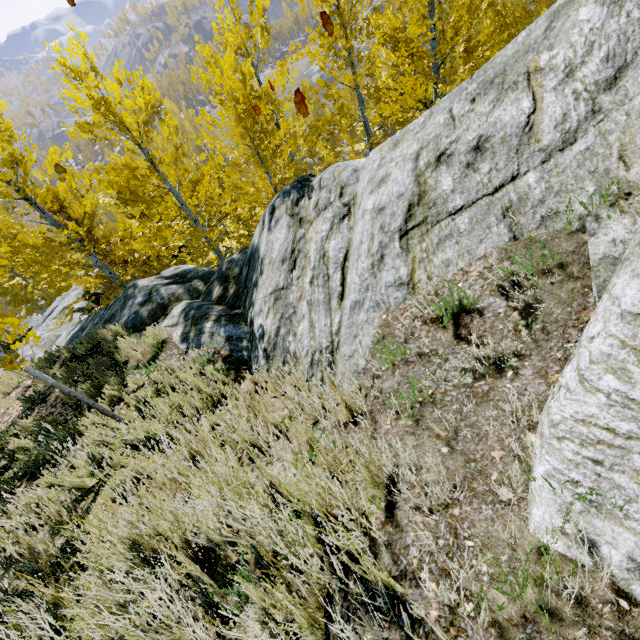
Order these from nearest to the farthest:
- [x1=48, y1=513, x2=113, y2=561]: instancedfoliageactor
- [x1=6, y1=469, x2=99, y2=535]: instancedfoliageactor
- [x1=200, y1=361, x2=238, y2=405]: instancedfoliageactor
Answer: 1. [x1=48, y1=513, x2=113, y2=561]: instancedfoliageactor
2. [x1=6, y1=469, x2=99, y2=535]: instancedfoliageactor
3. [x1=200, y1=361, x2=238, y2=405]: instancedfoliageactor

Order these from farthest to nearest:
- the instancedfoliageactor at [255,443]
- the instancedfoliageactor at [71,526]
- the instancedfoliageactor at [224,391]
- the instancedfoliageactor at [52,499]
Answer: the instancedfoliageactor at [224,391] < the instancedfoliageactor at [52,499] < the instancedfoliageactor at [255,443] < the instancedfoliageactor at [71,526]

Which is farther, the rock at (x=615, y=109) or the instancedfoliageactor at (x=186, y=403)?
the instancedfoliageactor at (x=186, y=403)

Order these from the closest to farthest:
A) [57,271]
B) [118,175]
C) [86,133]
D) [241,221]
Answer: [86,133]
[57,271]
[118,175]
[241,221]

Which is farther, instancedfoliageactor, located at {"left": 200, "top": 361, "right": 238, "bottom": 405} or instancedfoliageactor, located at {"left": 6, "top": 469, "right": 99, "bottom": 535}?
instancedfoliageactor, located at {"left": 200, "top": 361, "right": 238, "bottom": 405}

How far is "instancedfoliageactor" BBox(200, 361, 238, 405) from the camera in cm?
405
